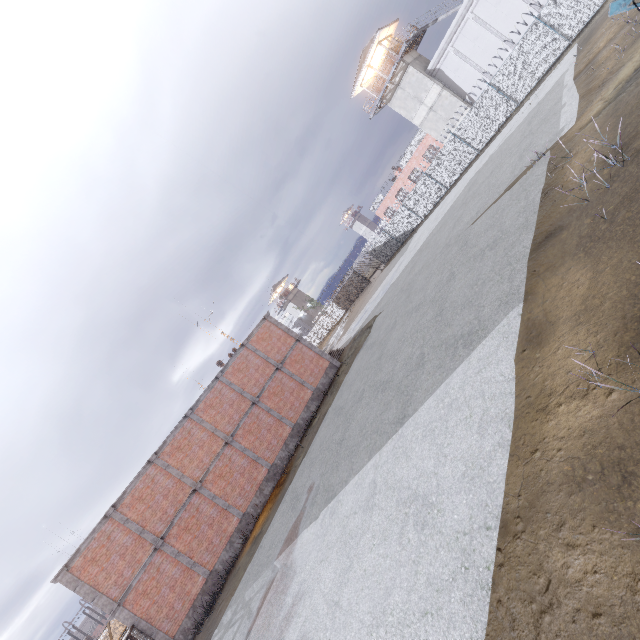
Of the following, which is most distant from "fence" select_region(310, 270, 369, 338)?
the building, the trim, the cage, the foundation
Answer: the foundation

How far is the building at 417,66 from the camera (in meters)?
31.39

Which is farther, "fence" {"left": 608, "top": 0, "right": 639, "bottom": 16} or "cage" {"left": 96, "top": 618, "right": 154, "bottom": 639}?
"cage" {"left": 96, "top": 618, "right": 154, "bottom": 639}

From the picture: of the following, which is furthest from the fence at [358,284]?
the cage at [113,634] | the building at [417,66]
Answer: the building at [417,66]

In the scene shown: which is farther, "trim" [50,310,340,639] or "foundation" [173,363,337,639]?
"foundation" [173,363,337,639]

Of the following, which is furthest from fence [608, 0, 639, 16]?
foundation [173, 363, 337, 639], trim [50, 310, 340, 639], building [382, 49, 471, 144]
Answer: foundation [173, 363, 337, 639]

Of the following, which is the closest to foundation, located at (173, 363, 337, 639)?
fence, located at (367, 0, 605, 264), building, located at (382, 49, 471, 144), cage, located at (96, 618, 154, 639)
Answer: cage, located at (96, 618, 154, 639)

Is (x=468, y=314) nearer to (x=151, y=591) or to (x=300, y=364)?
(x=300, y=364)
